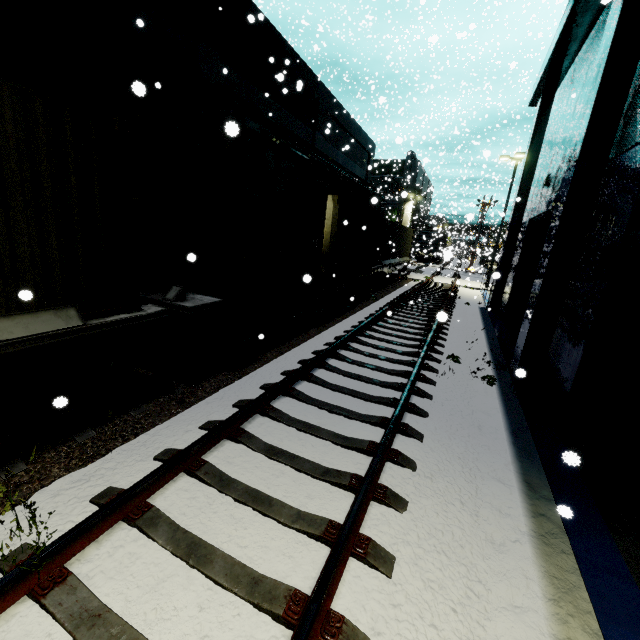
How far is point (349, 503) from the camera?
3.7m

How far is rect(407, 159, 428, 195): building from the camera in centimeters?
4812cm

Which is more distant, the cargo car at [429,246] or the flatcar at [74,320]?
the cargo car at [429,246]

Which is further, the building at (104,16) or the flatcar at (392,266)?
the flatcar at (392,266)

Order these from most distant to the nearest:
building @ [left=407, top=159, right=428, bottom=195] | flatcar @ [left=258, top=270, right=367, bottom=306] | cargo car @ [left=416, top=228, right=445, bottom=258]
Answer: building @ [left=407, top=159, right=428, bottom=195] < cargo car @ [left=416, top=228, right=445, bottom=258] < flatcar @ [left=258, top=270, right=367, bottom=306]

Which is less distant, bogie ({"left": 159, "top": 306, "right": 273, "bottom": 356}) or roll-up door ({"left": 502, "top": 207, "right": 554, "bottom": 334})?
bogie ({"left": 159, "top": 306, "right": 273, "bottom": 356})

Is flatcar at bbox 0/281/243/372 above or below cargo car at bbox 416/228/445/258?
below

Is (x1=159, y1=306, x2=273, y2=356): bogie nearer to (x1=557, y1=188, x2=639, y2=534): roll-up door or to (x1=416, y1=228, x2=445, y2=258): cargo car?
(x1=416, y1=228, x2=445, y2=258): cargo car
